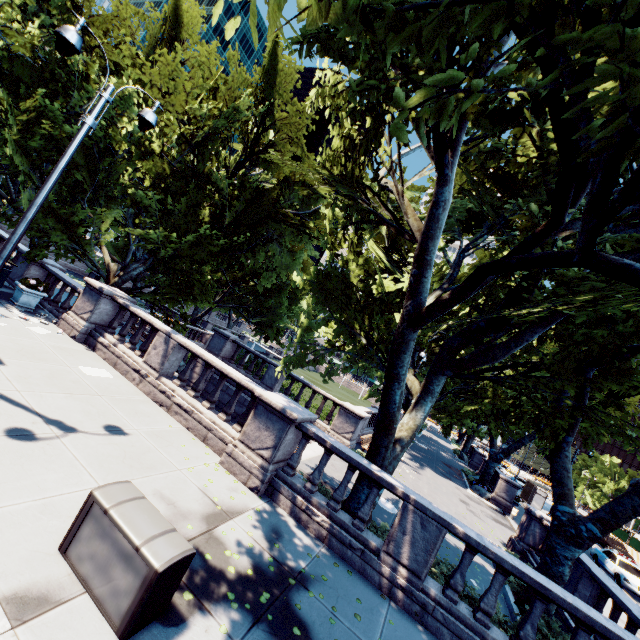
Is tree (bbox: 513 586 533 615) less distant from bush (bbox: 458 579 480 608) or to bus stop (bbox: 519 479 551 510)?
bush (bbox: 458 579 480 608)

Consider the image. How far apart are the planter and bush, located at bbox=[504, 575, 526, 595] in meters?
19.5 m

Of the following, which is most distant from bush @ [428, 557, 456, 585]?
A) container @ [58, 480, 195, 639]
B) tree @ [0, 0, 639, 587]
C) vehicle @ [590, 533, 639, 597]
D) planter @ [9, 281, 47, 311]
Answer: vehicle @ [590, 533, 639, 597]

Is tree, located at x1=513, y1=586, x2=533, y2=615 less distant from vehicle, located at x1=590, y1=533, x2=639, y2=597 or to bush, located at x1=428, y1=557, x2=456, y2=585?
bush, located at x1=428, y1=557, x2=456, y2=585

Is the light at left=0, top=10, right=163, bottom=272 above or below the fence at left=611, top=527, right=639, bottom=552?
above

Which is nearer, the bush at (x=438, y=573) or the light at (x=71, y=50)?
the light at (x=71, y=50)

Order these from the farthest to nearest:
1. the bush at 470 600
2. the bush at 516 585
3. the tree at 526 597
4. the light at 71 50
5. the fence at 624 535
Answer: the fence at 624 535
the bush at 516 585
the tree at 526 597
the bush at 470 600
the light at 71 50

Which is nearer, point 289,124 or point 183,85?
point 183,85
